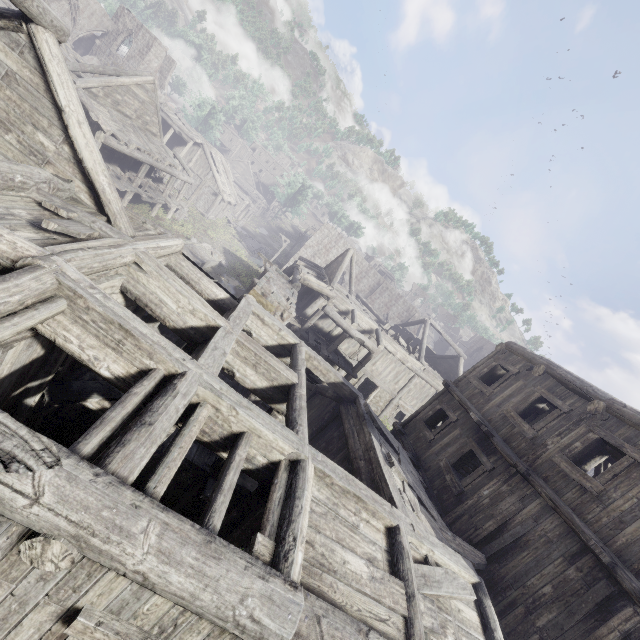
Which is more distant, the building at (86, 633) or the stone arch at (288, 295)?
the stone arch at (288, 295)

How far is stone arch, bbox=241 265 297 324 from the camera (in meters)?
14.05

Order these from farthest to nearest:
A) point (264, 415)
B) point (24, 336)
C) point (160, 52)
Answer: point (160, 52), point (264, 415), point (24, 336)

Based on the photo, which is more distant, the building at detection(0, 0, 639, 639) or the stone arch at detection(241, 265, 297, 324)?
the stone arch at detection(241, 265, 297, 324)

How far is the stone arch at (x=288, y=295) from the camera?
14.1 meters
